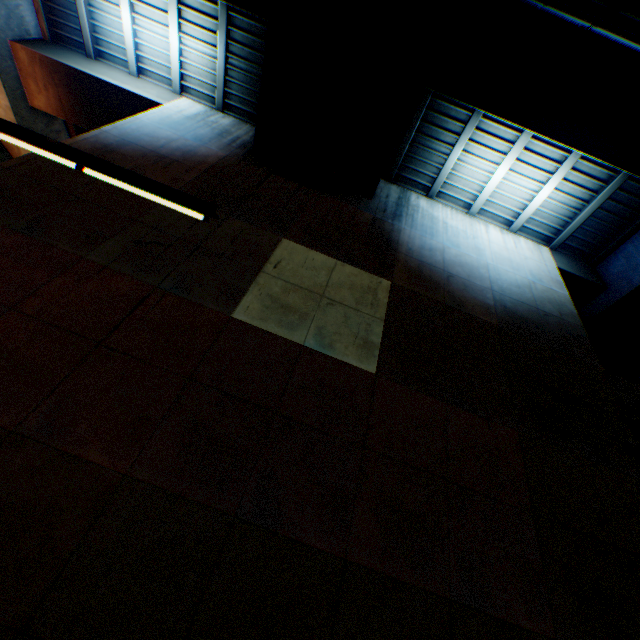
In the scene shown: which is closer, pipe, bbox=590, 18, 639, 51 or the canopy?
the canopy

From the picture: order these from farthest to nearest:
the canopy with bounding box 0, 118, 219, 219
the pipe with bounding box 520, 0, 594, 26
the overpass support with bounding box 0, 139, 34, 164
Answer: the overpass support with bounding box 0, 139, 34, 164
the pipe with bounding box 520, 0, 594, 26
the canopy with bounding box 0, 118, 219, 219

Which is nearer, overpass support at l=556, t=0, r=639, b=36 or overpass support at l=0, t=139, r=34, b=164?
overpass support at l=556, t=0, r=639, b=36

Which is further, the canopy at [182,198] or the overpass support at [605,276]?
the overpass support at [605,276]

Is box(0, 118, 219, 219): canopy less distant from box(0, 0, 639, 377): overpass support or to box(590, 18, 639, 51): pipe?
box(0, 0, 639, 377): overpass support

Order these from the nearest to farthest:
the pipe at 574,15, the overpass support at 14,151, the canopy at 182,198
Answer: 1. the canopy at 182,198
2. the pipe at 574,15
3. the overpass support at 14,151

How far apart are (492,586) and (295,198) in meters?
9.6 m
